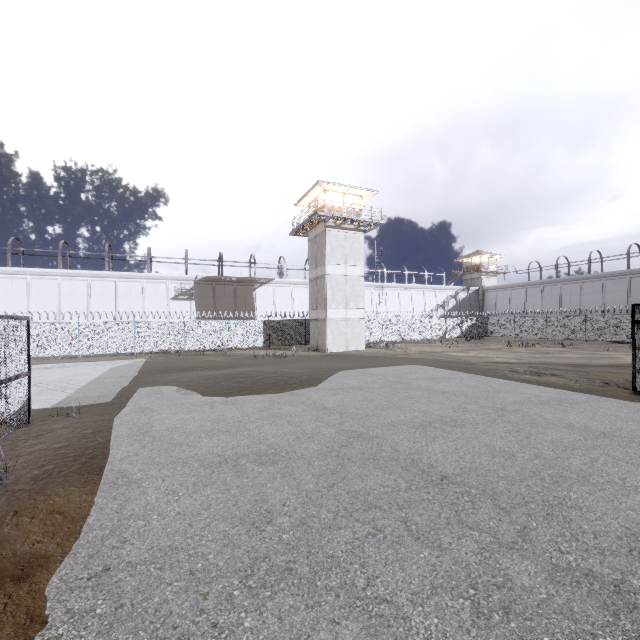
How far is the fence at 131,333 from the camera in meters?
25.7

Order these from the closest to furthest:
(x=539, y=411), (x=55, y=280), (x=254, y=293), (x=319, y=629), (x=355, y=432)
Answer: (x=319, y=629) < (x=355, y=432) < (x=539, y=411) < (x=55, y=280) < (x=254, y=293)

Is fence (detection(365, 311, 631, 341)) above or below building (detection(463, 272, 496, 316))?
below

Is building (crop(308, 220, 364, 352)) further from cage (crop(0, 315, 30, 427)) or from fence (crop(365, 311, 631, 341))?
cage (crop(0, 315, 30, 427))

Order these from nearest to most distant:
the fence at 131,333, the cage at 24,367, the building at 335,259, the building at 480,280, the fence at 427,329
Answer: the cage at 24,367
the fence at 131,333
the building at 335,259
the fence at 427,329
the building at 480,280

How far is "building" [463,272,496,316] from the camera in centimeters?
5650cm

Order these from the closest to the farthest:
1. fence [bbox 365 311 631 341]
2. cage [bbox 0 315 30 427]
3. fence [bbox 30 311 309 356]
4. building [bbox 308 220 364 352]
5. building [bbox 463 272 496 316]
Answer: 1. cage [bbox 0 315 30 427]
2. fence [bbox 30 311 309 356]
3. building [bbox 308 220 364 352]
4. fence [bbox 365 311 631 341]
5. building [bbox 463 272 496 316]

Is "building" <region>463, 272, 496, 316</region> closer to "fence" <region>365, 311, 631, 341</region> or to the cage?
"fence" <region>365, 311, 631, 341</region>
